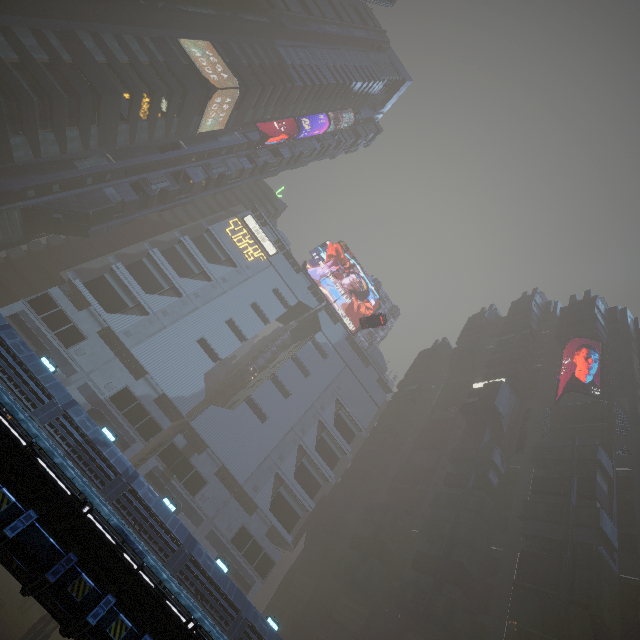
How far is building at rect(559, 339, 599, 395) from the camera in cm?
4877

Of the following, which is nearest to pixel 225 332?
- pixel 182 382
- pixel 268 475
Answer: pixel 182 382

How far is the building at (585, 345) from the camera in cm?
4877

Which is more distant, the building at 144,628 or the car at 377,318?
the car at 377,318

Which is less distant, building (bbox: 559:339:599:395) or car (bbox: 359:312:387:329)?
car (bbox: 359:312:387:329)

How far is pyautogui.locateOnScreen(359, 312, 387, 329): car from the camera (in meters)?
40.66

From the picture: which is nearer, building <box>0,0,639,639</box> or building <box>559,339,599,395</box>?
building <box>0,0,639,639</box>
